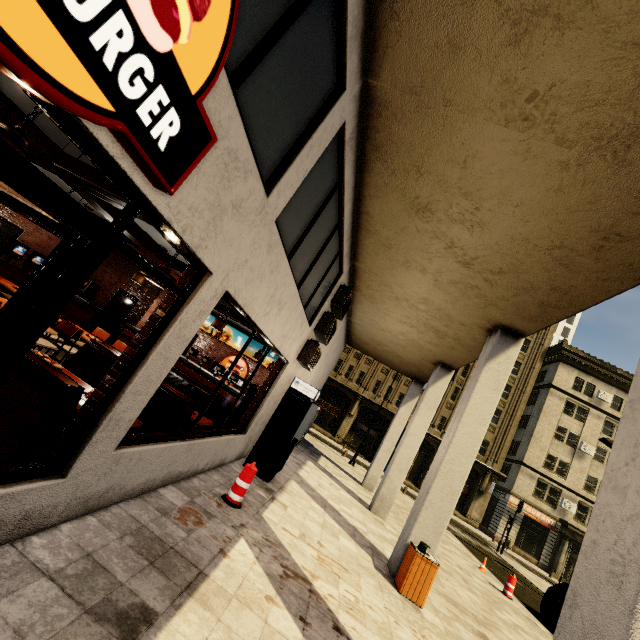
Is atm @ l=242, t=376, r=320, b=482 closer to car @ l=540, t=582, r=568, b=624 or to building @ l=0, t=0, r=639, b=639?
building @ l=0, t=0, r=639, b=639

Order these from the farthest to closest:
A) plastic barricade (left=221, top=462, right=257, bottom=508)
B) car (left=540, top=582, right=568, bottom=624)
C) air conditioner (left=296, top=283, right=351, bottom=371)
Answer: car (left=540, top=582, right=568, bottom=624) → air conditioner (left=296, top=283, right=351, bottom=371) → plastic barricade (left=221, top=462, right=257, bottom=508)

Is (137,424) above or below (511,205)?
below

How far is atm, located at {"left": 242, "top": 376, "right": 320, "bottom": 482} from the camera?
7.78m

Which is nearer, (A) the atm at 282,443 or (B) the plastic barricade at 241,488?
(B) the plastic barricade at 241,488

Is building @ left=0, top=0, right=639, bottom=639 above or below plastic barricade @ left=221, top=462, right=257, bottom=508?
above

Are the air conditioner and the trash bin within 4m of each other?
no

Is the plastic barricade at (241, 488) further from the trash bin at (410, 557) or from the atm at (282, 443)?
the trash bin at (410, 557)
